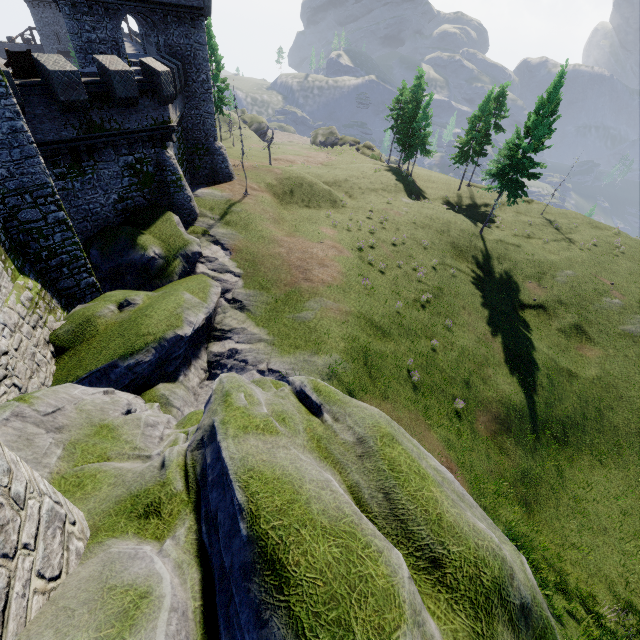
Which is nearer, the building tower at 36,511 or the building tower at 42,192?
the building tower at 36,511

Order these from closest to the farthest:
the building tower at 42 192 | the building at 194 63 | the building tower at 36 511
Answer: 1. the building tower at 36 511
2. the building tower at 42 192
3. the building at 194 63

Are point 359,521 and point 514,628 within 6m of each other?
yes

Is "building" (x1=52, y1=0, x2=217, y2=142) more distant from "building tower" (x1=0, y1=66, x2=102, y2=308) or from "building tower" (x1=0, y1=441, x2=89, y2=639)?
"building tower" (x1=0, y1=441, x2=89, y2=639)

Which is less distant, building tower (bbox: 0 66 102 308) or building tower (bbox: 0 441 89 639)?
building tower (bbox: 0 441 89 639)

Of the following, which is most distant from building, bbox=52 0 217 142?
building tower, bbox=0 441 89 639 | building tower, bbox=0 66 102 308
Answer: building tower, bbox=0 441 89 639

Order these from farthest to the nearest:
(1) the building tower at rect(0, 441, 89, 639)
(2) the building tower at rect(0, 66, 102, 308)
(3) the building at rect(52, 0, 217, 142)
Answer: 1. (3) the building at rect(52, 0, 217, 142)
2. (2) the building tower at rect(0, 66, 102, 308)
3. (1) the building tower at rect(0, 441, 89, 639)
